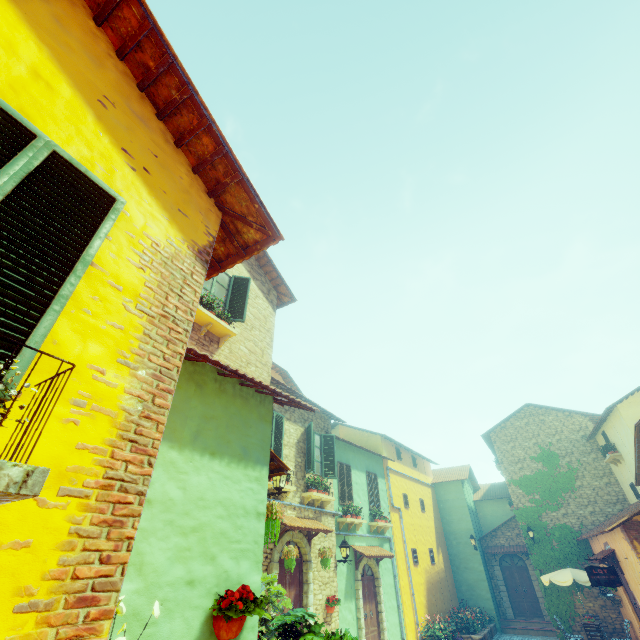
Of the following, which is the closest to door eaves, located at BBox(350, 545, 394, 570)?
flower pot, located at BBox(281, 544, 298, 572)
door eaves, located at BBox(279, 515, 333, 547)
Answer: door eaves, located at BBox(279, 515, 333, 547)

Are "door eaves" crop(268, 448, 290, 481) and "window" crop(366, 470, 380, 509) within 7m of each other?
no

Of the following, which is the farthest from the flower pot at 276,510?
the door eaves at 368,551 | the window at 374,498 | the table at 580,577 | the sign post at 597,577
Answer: the table at 580,577

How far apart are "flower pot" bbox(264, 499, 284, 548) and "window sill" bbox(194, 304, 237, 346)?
4.1 meters

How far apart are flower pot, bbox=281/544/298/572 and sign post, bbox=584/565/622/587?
11.1m

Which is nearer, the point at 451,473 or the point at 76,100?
the point at 76,100

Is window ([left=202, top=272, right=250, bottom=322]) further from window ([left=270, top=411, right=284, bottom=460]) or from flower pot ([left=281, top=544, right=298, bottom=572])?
flower pot ([left=281, top=544, right=298, bottom=572])

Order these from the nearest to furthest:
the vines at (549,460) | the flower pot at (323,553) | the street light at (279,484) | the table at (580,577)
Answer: the street light at (279,484), the flower pot at (323,553), the table at (580,577), the vines at (549,460)
